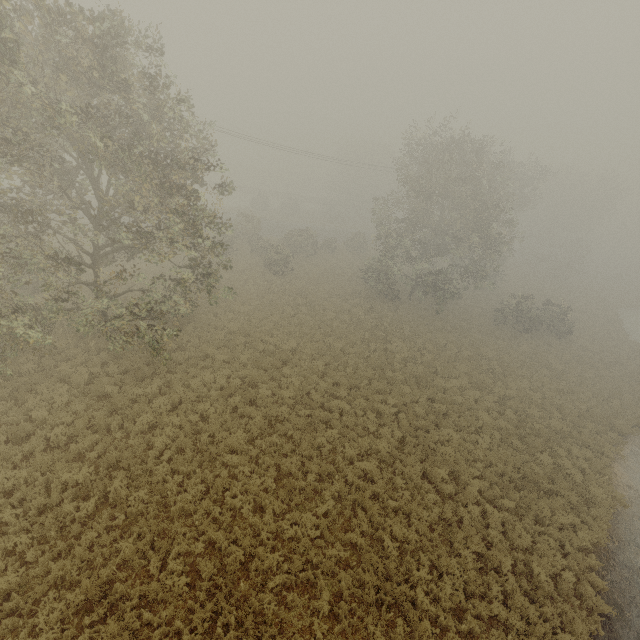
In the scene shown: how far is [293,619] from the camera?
8.59m
